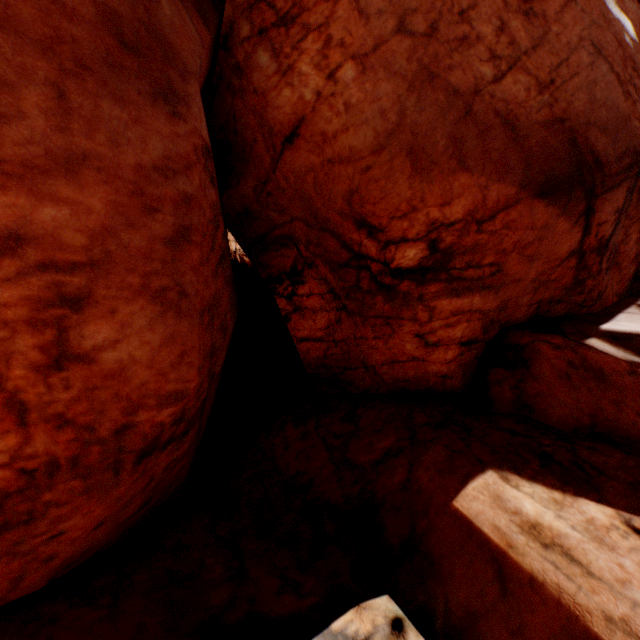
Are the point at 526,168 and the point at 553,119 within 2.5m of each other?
yes
